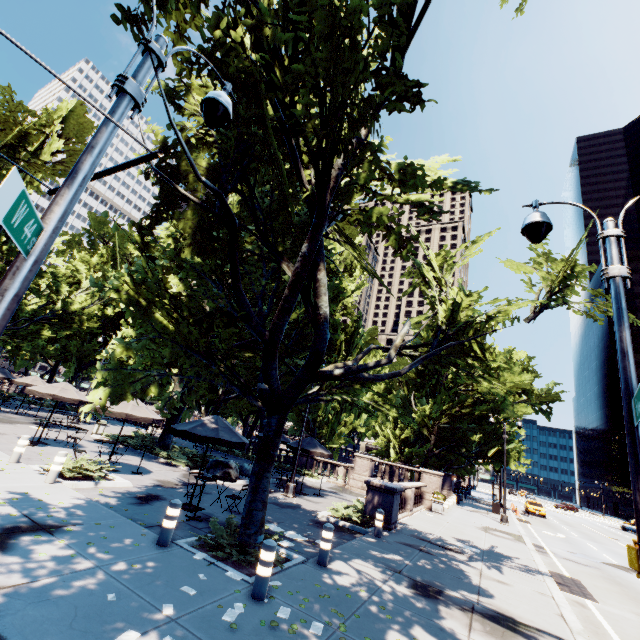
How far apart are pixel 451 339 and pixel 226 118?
9.7m

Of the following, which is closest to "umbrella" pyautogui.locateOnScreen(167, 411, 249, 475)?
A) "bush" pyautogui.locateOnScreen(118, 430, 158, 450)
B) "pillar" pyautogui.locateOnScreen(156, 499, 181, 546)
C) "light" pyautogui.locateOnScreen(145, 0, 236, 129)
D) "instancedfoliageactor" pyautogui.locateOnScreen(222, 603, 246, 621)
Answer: "pillar" pyautogui.locateOnScreen(156, 499, 181, 546)

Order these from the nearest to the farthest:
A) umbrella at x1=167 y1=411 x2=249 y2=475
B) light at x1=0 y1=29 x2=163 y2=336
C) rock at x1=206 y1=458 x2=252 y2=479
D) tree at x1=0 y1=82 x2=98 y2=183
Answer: light at x1=0 y1=29 x2=163 y2=336 → umbrella at x1=167 y1=411 x2=249 y2=475 → rock at x1=206 y1=458 x2=252 y2=479 → tree at x1=0 y1=82 x2=98 y2=183

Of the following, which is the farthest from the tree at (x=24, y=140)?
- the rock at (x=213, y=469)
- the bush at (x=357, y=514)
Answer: the bush at (x=357, y=514)

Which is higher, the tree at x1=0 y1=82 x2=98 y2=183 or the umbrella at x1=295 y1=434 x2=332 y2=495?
the tree at x1=0 y1=82 x2=98 y2=183

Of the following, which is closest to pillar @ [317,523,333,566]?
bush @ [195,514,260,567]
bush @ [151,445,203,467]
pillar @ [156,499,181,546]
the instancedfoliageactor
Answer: bush @ [195,514,260,567]

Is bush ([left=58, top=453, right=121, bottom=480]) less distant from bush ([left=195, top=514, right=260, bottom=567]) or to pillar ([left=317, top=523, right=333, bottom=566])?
bush ([left=195, top=514, right=260, bottom=567])

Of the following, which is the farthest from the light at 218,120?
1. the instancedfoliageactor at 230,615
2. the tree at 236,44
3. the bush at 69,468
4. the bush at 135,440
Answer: the bush at 135,440
